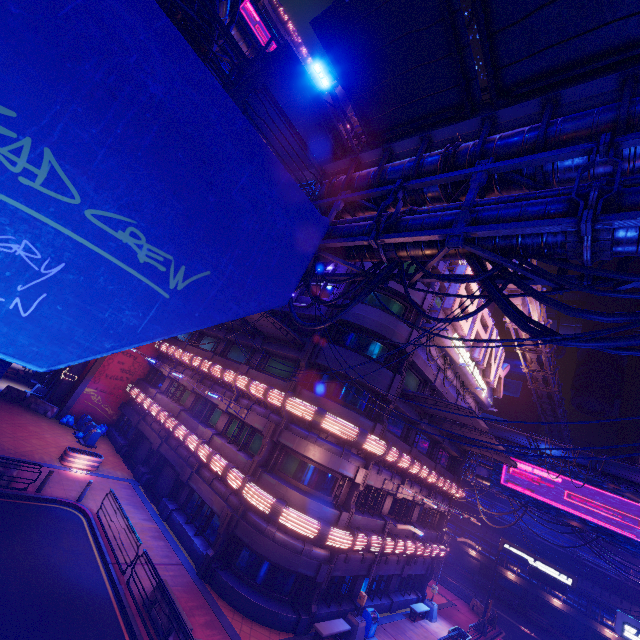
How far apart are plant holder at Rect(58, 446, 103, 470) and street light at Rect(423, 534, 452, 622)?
25.2m

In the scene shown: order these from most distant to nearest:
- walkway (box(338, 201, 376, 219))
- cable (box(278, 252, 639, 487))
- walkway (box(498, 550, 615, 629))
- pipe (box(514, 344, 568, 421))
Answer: walkway (box(498, 550, 615, 629)) → pipe (box(514, 344, 568, 421)) → walkway (box(338, 201, 376, 219)) → cable (box(278, 252, 639, 487))

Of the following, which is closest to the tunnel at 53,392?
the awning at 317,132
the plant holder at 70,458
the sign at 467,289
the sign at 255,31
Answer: the plant holder at 70,458

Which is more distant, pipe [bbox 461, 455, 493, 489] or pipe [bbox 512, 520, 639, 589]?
pipe [bbox 512, 520, 639, 589]

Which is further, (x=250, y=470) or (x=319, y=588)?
(x=250, y=470)

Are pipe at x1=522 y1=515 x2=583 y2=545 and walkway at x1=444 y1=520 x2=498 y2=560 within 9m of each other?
yes

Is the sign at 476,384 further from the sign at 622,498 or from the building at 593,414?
the building at 593,414

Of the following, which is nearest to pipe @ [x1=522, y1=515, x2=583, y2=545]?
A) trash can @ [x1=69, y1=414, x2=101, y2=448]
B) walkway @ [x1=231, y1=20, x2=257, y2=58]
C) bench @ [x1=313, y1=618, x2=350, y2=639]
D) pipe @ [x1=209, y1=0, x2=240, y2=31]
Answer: pipe @ [x1=209, y1=0, x2=240, y2=31]
